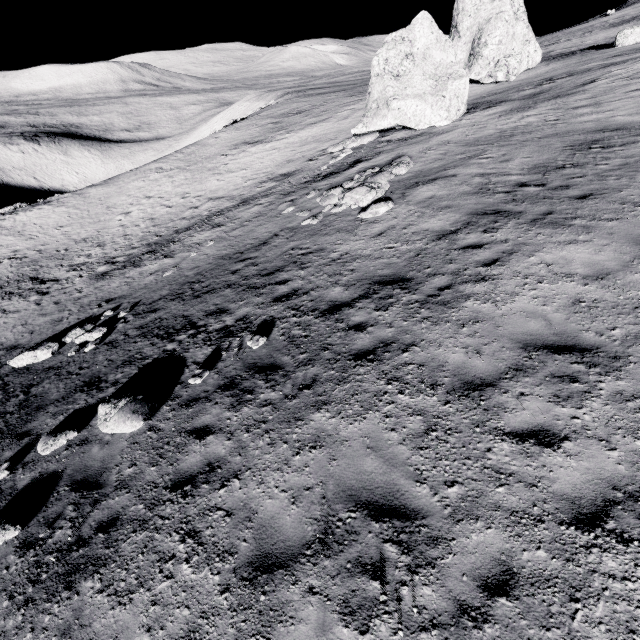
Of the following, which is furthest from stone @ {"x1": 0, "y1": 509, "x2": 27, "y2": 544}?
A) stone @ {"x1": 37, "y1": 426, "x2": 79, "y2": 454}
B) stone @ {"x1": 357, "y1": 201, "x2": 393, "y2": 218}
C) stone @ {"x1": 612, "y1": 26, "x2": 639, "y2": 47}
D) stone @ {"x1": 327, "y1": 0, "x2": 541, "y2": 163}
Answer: stone @ {"x1": 612, "y1": 26, "x2": 639, "y2": 47}

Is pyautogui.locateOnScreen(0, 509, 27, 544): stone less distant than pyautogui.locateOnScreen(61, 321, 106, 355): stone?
Yes

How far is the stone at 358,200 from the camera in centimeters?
1362cm

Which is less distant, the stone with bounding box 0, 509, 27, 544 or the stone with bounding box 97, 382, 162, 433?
the stone with bounding box 0, 509, 27, 544

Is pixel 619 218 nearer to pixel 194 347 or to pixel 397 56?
pixel 194 347

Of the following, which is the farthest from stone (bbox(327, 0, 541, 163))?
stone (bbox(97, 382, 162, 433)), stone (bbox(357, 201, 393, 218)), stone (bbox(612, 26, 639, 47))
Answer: stone (bbox(97, 382, 162, 433))

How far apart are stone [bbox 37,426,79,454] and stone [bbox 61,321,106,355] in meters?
5.0 m

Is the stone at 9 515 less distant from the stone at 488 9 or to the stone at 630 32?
the stone at 488 9
